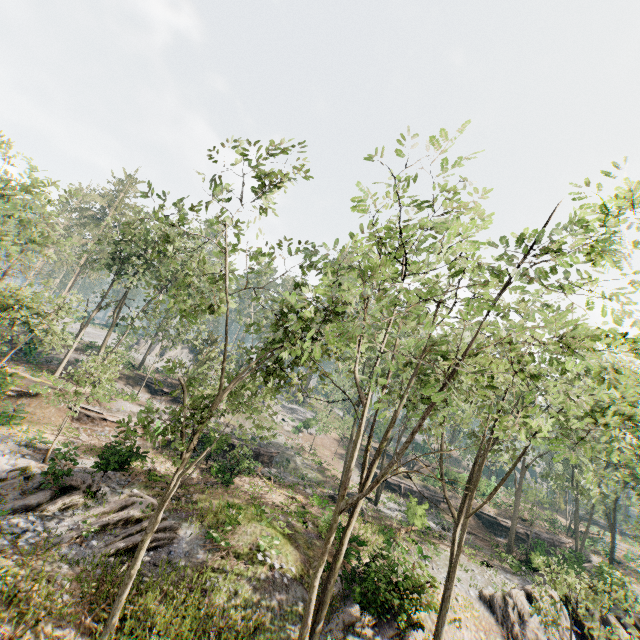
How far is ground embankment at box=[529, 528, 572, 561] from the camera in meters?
26.6 m

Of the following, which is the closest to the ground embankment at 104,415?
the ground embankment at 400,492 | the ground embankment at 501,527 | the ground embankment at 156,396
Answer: the ground embankment at 400,492

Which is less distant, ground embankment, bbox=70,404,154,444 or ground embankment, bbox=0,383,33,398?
ground embankment, bbox=0,383,33,398

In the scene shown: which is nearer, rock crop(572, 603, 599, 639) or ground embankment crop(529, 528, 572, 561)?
rock crop(572, 603, 599, 639)

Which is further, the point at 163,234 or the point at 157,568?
the point at 163,234

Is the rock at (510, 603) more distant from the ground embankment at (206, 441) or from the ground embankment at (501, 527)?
the ground embankment at (206, 441)

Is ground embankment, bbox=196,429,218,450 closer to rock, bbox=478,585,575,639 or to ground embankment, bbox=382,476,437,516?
ground embankment, bbox=382,476,437,516

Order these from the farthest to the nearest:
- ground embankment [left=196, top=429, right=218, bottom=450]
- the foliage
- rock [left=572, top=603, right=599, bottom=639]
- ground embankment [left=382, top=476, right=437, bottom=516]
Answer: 1. ground embankment [left=196, top=429, right=218, bottom=450]
2. ground embankment [left=382, top=476, right=437, bottom=516]
3. rock [left=572, top=603, right=599, bottom=639]
4. the foliage
